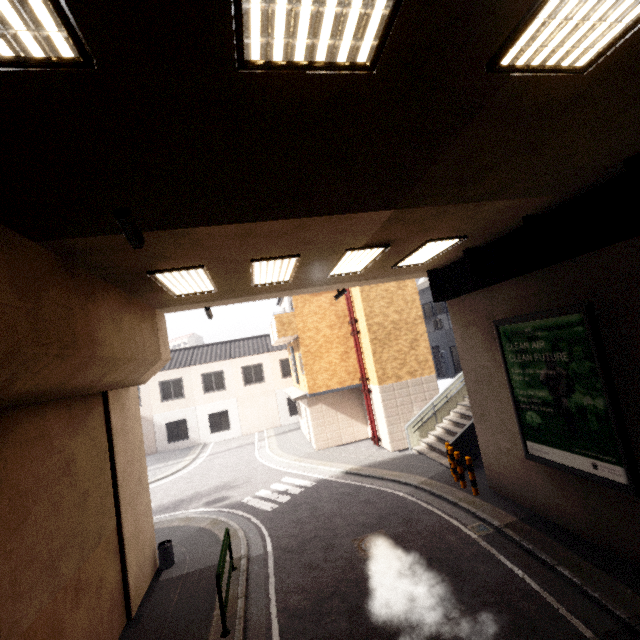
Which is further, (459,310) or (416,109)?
(459,310)

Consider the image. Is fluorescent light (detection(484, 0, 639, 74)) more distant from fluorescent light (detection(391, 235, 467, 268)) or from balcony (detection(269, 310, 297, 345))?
balcony (detection(269, 310, 297, 345))

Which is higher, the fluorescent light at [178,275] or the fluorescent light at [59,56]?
the fluorescent light at [178,275]

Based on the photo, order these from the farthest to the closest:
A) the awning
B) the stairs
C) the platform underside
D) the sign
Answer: the awning, the stairs, the sign, the platform underside

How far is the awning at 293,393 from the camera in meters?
16.3

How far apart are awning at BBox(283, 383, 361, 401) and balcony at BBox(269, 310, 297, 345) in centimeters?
296cm

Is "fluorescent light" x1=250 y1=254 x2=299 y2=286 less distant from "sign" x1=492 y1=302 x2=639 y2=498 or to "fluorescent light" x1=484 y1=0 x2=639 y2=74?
"fluorescent light" x1=484 y1=0 x2=639 y2=74

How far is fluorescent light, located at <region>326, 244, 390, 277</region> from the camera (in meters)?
6.77
